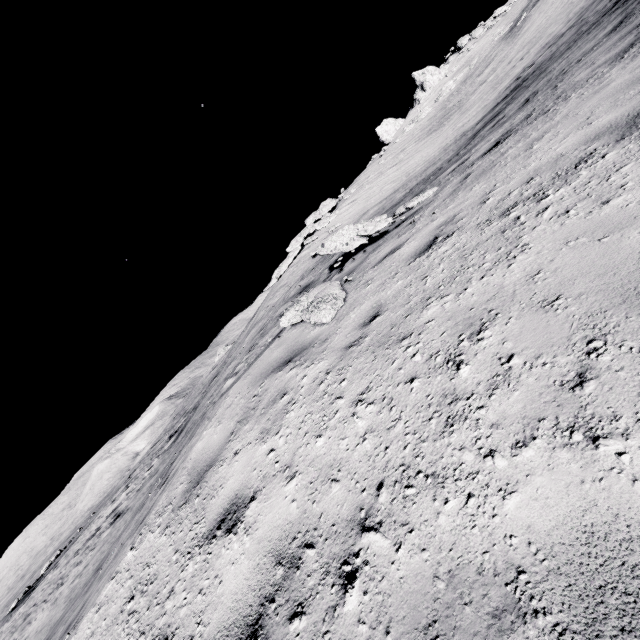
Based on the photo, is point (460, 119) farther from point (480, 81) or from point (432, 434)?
point (432, 434)

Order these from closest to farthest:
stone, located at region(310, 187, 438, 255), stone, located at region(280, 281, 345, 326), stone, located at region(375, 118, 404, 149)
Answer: stone, located at region(280, 281, 345, 326)
stone, located at region(310, 187, 438, 255)
stone, located at region(375, 118, 404, 149)

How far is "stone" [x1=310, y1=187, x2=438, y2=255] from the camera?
6.1m

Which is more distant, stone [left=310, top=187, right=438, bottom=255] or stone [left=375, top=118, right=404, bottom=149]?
stone [left=375, top=118, right=404, bottom=149]

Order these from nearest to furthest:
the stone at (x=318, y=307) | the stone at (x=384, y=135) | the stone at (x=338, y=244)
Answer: the stone at (x=318, y=307)
the stone at (x=338, y=244)
the stone at (x=384, y=135)

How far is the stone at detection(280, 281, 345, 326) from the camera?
4.29m

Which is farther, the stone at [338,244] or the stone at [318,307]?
the stone at [338,244]

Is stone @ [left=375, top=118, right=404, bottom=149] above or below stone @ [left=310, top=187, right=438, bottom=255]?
above
